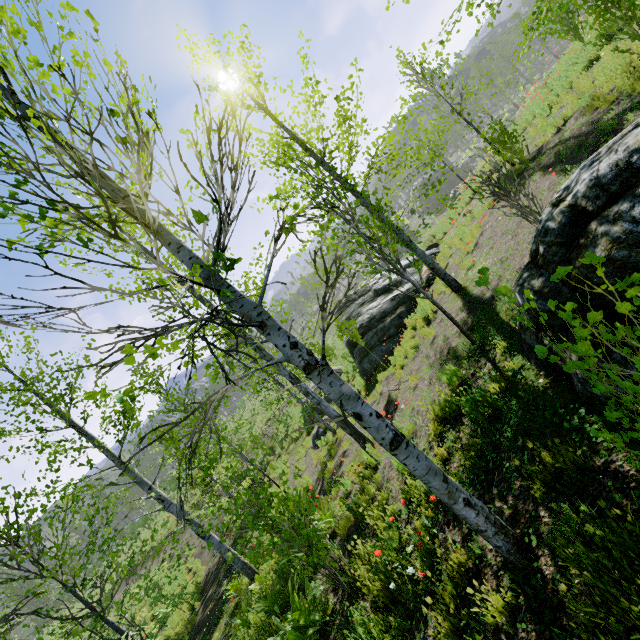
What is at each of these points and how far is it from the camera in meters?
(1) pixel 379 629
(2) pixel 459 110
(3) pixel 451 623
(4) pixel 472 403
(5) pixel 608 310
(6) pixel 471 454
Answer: (1) instancedfoliageactor, 3.4
(2) instancedfoliageactor, 10.7
(3) instancedfoliageactor, 2.9
(4) instancedfoliageactor, 4.4
(5) rock, 2.7
(6) instancedfoliageactor, 4.0

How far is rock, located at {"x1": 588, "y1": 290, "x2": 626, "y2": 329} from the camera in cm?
269

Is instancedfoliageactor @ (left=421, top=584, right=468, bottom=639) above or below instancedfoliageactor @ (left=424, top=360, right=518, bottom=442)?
below

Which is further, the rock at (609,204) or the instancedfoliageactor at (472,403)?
the instancedfoliageactor at (472,403)

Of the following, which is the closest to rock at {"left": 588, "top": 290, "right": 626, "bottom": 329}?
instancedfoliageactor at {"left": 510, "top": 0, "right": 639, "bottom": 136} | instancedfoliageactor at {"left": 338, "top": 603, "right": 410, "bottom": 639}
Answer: instancedfoliageactor at {"left": 510, "top": 0, "right": 639, "bottom": 136}

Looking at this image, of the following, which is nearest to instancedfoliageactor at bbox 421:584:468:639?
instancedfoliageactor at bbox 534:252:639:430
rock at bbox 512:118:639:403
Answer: rock at bbox 512:118:639:403

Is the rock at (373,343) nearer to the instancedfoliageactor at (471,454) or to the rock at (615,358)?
the instancedfoliageactor at (471,454)
